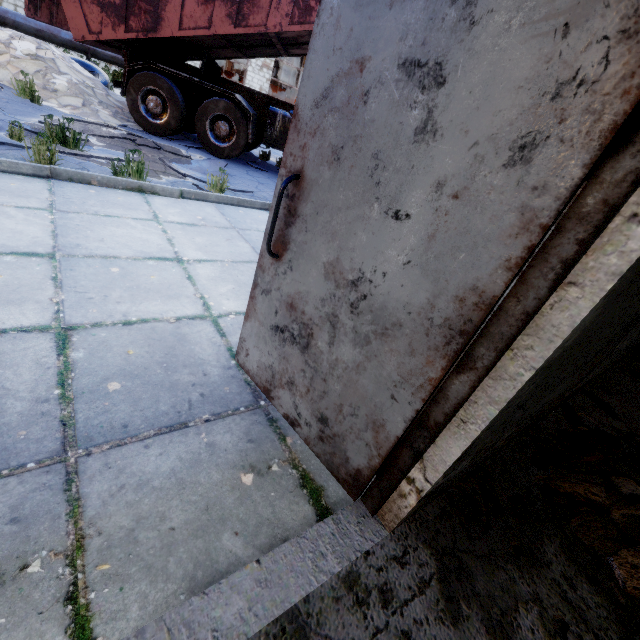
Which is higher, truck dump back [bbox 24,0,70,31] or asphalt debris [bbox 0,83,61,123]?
truck dump back [bbox 24,0,70,31]

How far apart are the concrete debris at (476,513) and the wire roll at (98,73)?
12.7 meters

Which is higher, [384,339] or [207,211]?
[384,339]

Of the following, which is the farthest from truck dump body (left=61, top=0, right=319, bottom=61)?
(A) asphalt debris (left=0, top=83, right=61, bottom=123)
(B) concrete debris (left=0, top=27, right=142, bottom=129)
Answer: (A) asphalt debris (left=0, top=83, right=61, bottom=123)

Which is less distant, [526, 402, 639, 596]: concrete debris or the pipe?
[526, 402, 639, 596]: concrete debris

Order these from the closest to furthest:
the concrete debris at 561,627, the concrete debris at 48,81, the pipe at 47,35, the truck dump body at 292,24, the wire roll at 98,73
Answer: the concrete debris at 561,627, the truck dump body at 292,24, the concrete debris at 48,81, the wire roll at 98,73, the pipe at 47,35

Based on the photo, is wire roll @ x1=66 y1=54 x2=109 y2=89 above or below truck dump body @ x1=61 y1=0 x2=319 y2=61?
below

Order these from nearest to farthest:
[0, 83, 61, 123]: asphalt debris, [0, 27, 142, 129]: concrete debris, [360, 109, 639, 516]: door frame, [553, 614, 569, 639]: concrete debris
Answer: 1. [360, 109, 639, 516]: door frame
2. [553, 614, 569, 639]: concrete debris
3. [0, 83, 61, 123]: asphalt debris
4. [0, 27, 142, 129]: concrete debris
